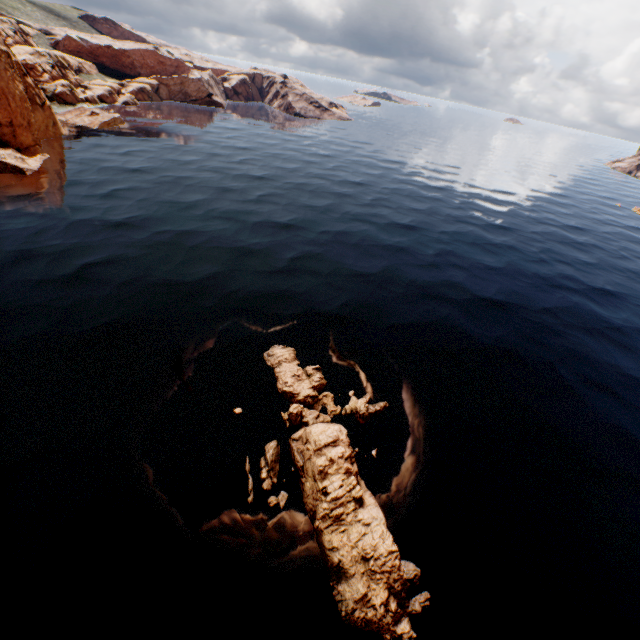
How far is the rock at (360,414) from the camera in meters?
21.3 m

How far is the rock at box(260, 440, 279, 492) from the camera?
17.28m

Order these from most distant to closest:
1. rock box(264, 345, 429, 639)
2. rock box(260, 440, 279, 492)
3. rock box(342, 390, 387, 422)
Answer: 1. rock box(342, 390, 387, 422)
2. rock box(260, 440, 279, 492)
3. rock box(264, 345, 429, 639)

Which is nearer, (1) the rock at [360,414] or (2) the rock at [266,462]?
(2) the rock at [266,462]

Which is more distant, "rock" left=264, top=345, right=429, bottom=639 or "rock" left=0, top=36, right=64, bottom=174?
"rock" left=0, top=36, right=64, bottom=174

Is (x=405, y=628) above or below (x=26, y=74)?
below
